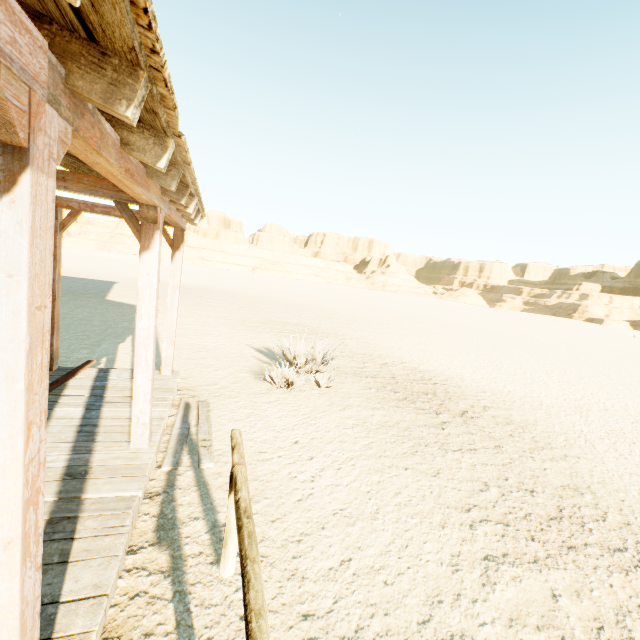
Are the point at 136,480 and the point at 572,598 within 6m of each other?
yes
